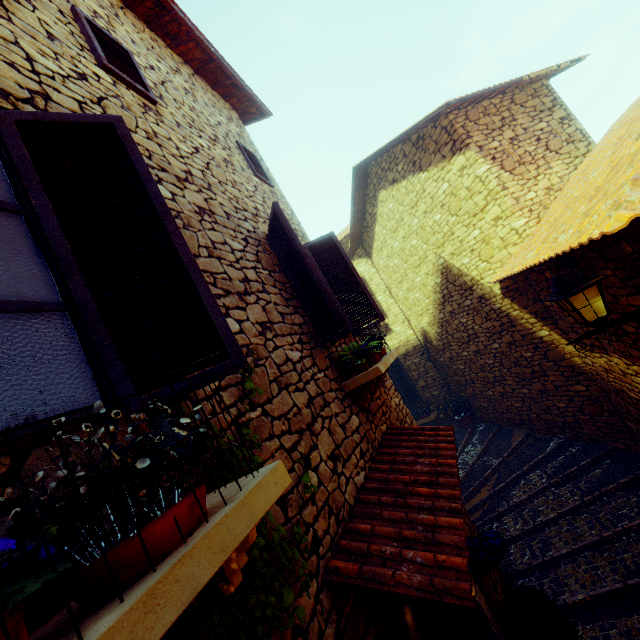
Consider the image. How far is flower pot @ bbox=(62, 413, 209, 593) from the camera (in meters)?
0.81

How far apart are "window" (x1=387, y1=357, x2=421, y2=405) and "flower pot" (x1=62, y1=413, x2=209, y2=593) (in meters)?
10.64

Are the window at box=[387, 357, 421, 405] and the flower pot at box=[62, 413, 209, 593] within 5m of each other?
no

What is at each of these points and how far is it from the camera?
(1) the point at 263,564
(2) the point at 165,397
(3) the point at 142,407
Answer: (1) vines, 1.44m
(2) window, 1.42m
(3) window, 1.36m

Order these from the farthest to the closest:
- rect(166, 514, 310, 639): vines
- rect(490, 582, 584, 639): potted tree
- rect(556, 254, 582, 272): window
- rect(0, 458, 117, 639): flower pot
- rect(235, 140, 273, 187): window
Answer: rect(235, 140, 273, 187): window < rect(556, 254, 582, 272): window < rect(490, 582, 584, 639): potted tree < rect(166, 514, 310, 639): vines < rect(0, 458, 117, 639): flower pot

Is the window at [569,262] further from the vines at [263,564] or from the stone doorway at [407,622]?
the vines at [263,564]

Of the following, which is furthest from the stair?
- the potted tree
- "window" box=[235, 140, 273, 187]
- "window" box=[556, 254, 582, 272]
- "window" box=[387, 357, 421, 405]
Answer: "window" box=[235, 140, 273, 187]

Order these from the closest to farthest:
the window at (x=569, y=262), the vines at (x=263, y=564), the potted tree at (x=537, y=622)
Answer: the vines at (x=263, y=564) → the potted tree at (x=537, y=622) → the window at (x=569, y=262)
